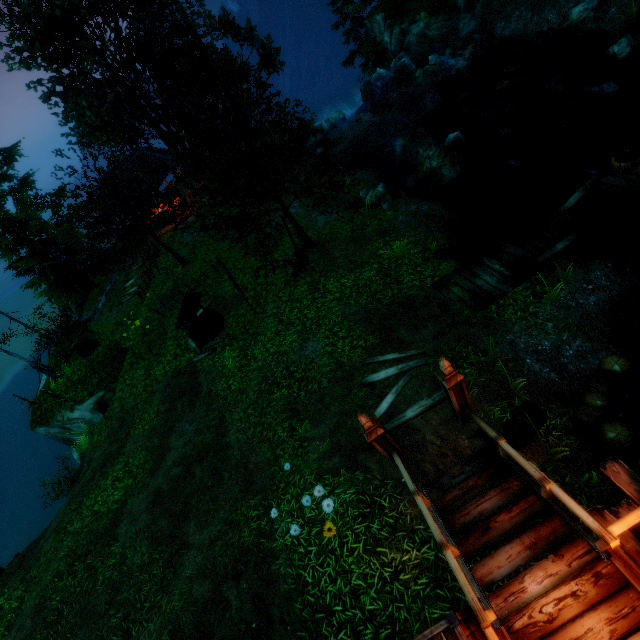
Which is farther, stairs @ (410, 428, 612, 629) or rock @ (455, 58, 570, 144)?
rock @ (455, 58, 570, 144)

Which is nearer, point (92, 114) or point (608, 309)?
point (608, 309)

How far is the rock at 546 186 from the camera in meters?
12.4

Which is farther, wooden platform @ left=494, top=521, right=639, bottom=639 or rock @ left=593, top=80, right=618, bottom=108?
rock @ left=593, top=80, right=618, bottom=108

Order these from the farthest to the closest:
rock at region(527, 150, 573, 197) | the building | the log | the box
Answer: the building → the log → rock at region(527, 150, 573, 197) → the box

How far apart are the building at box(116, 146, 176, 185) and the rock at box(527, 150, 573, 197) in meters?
19.8 m

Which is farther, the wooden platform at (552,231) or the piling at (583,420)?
the wooden platform at (552,231)

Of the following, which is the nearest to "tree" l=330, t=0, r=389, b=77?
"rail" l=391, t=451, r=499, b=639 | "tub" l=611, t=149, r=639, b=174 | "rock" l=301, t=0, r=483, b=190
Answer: "rock" l=301, t=0, r=483, b=190
